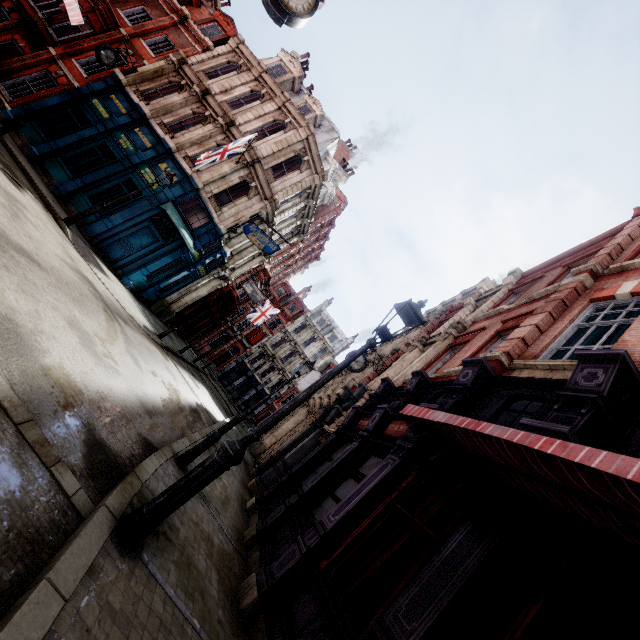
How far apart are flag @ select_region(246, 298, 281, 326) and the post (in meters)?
25.78

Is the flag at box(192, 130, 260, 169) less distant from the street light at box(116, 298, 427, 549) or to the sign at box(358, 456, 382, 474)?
the street light at box(116, 298, 427, 549)

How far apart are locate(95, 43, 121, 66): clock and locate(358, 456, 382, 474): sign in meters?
22.6 m

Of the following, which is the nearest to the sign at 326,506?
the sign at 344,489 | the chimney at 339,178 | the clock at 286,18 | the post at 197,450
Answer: the sign at 344,489

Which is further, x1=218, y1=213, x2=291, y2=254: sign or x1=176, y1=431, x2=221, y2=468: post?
x1=218, y1=213, x2=291, y2=254: sign

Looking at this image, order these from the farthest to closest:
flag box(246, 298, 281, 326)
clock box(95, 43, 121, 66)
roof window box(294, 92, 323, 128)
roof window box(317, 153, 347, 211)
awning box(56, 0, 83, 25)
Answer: flag box(246, 298, 281, 326)
roof window box(317, 153, 347, 211)
roof window box(294, 92, 323, 128)
clock box(95, 43, 121, 66)
awning box(56, 0, 83, 25)

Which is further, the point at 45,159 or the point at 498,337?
the point at 45,159

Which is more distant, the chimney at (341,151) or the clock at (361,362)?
the chimney at (341,151)
